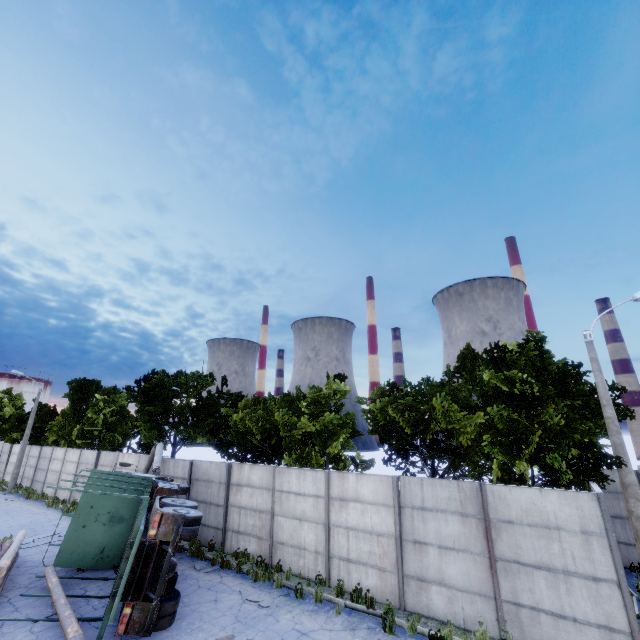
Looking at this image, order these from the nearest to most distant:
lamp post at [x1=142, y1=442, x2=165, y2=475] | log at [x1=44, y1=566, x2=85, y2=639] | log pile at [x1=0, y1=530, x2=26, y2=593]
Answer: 1. log at [x1=44, y1=566, x2=85, y2=639]
2. log pile at [x1=0, y1=530, x2=26, y2=593]
3. lamp post at [x1=142, y1=442, x2=165, y2=475]

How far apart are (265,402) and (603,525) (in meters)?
16.96

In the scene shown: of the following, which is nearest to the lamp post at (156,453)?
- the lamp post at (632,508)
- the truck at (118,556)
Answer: the truck at (118,556)

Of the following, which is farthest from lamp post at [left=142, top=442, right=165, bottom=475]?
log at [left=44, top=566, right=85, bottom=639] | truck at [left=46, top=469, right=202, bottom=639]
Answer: log at [left=44, top=566, right=85, bottom=639]

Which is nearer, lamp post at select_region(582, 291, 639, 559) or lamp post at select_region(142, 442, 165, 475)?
lamp post at select_region(582, 291, 639, 559)

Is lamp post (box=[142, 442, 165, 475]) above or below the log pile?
above

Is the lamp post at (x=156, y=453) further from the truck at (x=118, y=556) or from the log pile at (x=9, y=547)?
the log pile at (x=9, y=547)

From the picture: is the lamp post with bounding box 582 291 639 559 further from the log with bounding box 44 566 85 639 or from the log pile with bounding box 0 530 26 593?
the log pile with bounding box 0 530 26 593
